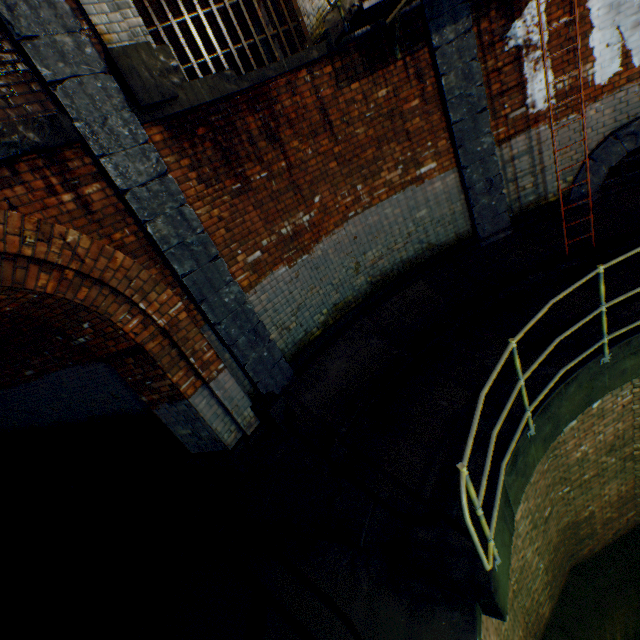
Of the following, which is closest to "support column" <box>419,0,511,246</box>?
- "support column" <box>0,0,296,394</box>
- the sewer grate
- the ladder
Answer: the ladder

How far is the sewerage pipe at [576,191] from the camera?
6.20m

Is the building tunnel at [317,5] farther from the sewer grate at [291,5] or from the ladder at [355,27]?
the ladder at [355,27]

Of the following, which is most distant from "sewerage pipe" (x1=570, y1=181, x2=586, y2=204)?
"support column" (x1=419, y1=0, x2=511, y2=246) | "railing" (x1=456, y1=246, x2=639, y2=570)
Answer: "railing" (x1=456, y1=246, x2=639, y2=570)

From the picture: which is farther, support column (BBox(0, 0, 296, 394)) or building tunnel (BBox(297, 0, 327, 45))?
building tunnel (BBox(297, 0, 327, 45))

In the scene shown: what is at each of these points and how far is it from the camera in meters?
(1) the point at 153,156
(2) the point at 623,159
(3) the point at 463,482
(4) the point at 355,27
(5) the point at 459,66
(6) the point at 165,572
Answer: (1) support column, 3.9
(2) sewerage pipe, 5.9
(3) railing, 2.2
(4) ladder, 4.8
(5) support column, 5.4
(6) building tunnel, 4.3

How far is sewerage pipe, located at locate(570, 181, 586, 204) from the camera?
6.2 meters

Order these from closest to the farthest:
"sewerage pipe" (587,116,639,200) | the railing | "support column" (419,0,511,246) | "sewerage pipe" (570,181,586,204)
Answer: the railing < "support column" (419,0,511,246) < "sewerage pipe" (587,116,639,200) < "sewerage pipe" (570,181,586,204)
